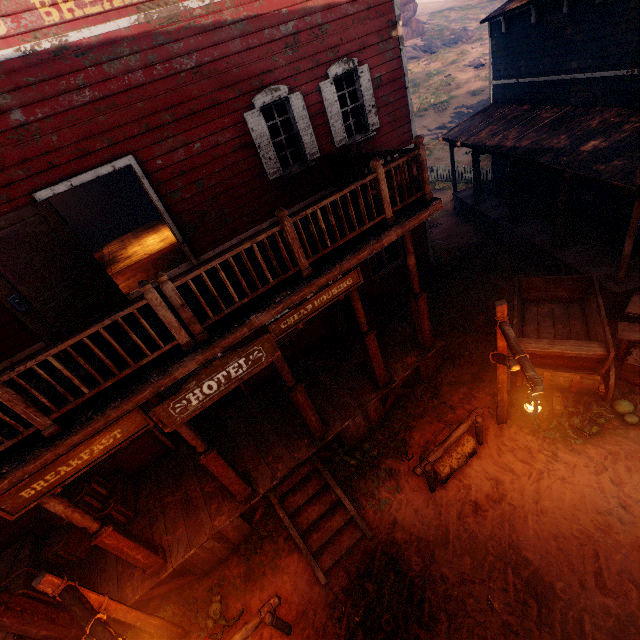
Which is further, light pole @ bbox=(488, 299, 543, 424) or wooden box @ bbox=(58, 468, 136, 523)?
wooden box @ bbox=(58, 468, 136, 523)

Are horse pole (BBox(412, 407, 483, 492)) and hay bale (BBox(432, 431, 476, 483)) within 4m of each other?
yes

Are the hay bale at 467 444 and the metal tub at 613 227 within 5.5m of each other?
no

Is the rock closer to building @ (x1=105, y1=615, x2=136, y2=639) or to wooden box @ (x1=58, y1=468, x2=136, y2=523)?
building @ (x1=105, y1=615, x2=136, y2=639)

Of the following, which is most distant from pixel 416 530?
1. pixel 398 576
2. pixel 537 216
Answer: pixel 537 216

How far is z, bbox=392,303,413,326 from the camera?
10.9 meters

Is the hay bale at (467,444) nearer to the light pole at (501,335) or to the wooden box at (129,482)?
the light pole at (501,335)

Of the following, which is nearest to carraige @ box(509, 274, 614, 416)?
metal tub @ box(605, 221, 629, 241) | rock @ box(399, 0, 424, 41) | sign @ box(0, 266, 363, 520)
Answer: metal tub @ box(605, 221, 629, 241)
